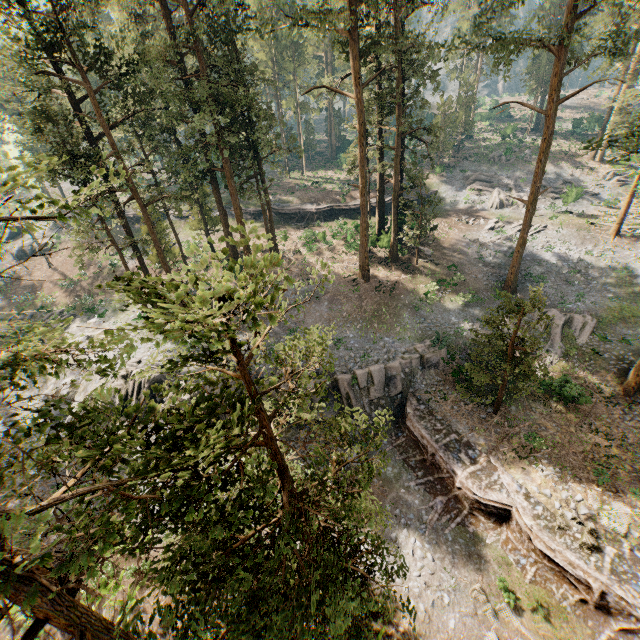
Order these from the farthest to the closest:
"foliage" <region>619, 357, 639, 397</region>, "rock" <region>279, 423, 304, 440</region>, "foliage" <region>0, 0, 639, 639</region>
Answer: "rock" <region>279, 423, 304, 440</region>
"foliage" <region>619, 357, 639, 397</region>
"foliage" <region>0, 0, 639, 639</region>

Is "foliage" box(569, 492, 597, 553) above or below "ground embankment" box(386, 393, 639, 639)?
above

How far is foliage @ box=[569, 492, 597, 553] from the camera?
15.26m

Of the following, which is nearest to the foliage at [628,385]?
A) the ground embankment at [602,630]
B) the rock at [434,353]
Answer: the ground embankment at [602,630]

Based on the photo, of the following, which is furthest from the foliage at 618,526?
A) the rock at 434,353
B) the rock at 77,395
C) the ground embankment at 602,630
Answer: the rock at 77,395

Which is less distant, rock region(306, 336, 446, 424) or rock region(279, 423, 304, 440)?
rock region(279, 423, 304, 440)

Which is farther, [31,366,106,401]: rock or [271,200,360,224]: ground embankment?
[271,200,360,224]: ground embankment

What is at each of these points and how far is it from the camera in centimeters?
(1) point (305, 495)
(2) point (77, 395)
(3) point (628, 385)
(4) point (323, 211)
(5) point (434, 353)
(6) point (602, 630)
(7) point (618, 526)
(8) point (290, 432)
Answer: (1) foliage, 937cm
(2) rock, 2708cm
(3) foliage, 2162cm
(4) ground embankment, 4362cm
(5) rock, 2464cm
(6) ground embankment, 1430cm
(7) foliage, 1579cm
(8) rock, 2286cm
